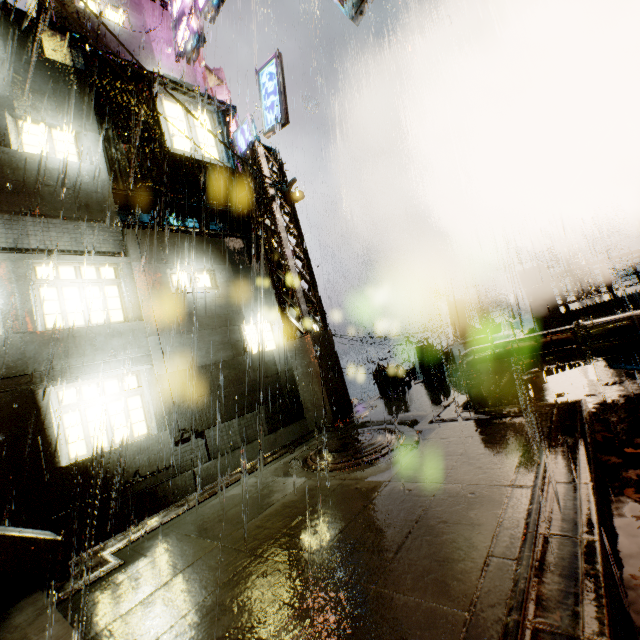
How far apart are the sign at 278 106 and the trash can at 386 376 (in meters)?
9.29

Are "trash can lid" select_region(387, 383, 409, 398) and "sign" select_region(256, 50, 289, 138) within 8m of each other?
no

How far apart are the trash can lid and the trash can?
0.03m

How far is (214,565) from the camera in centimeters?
409cm

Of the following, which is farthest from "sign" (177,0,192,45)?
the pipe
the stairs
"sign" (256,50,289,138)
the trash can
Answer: the stairs

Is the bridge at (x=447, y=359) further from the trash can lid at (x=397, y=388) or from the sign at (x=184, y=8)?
the sign at (x=184, y=8)

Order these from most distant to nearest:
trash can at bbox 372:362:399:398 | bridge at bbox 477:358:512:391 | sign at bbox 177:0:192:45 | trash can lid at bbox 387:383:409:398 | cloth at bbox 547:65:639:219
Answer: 1. sign at bbox 177:0:192:45
2. trash can at bbox 372:362:399:398
3. trash can lid at bbox 387:383:409:398
4. bridge at bbox 477:358:512:391
5. cloth at bbox 547:65:639:219

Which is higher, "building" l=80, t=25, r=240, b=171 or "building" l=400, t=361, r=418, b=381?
"building" l=80, t=25, r=240, b=171
